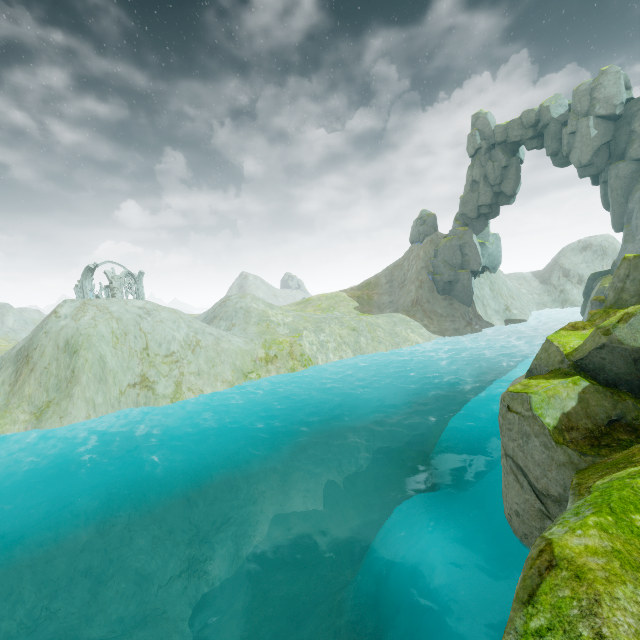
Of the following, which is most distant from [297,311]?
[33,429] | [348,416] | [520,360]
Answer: [33,429]

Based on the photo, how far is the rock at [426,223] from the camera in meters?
52.8 m

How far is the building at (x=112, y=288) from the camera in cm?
4969

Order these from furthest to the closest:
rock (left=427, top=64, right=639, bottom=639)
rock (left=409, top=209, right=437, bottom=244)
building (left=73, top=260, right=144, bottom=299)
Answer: rock (left=409, top=209, right=437, bottom=244) → building (left=73, top=260, right=144, bottom=299) → rock (left=427, top=64, right=639, bottom=639)

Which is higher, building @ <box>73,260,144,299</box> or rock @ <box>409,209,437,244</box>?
rock @ <box>409,209,437,244</box>

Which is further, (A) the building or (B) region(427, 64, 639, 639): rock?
(A) the building

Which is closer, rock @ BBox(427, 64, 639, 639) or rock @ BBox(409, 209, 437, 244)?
rock @ BBox(427, 64, 639, 639)
